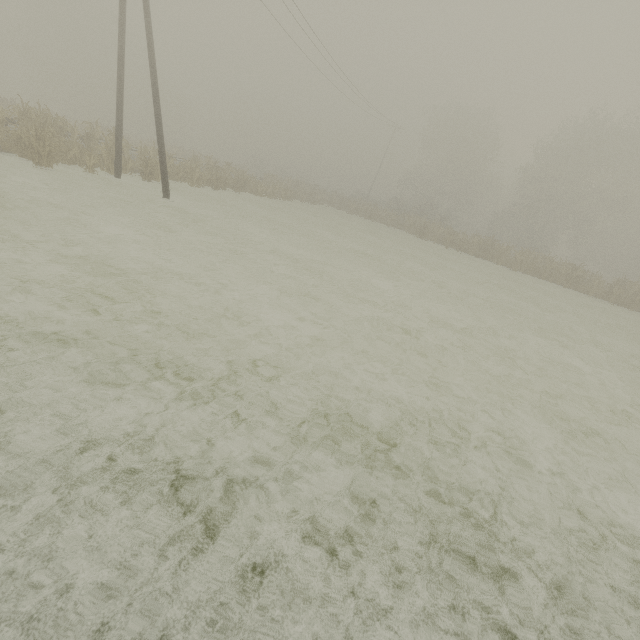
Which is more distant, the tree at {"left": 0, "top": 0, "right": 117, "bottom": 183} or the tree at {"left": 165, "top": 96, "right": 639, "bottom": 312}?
the tree at {"left": 165, "top": 96, "right": 639, "bottom": 312}

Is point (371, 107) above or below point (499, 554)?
above

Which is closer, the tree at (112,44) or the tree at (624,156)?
the tree at (112,44)

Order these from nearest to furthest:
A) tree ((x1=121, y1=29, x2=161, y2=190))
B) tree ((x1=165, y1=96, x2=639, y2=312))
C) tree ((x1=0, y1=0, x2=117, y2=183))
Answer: tree ((x1=0, y1=0, x2=117, y2=183)), tree ((x1=121, y1=29, x2=161, y2=190)), tree ((x1=165, y1=96, x2=639, y2=312))

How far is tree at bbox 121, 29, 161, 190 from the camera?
17.0 meters
